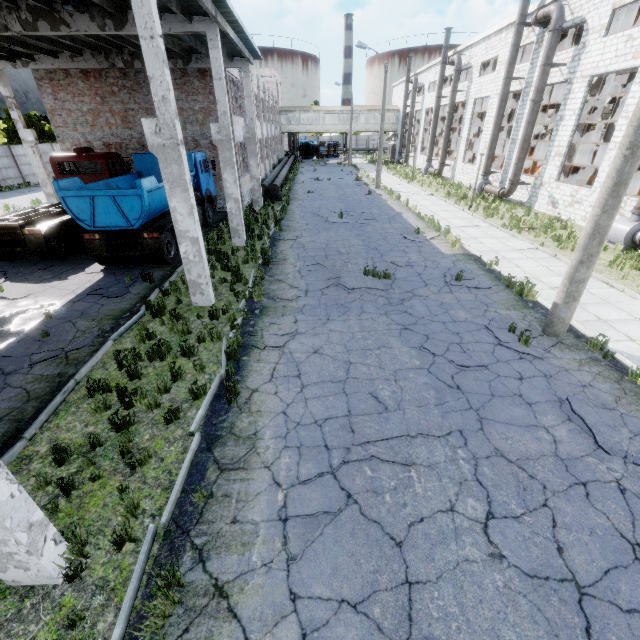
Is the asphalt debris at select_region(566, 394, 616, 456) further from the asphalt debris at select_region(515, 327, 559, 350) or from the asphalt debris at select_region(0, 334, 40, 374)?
the asphalt debris at select_region(0, 334, 40, 374)

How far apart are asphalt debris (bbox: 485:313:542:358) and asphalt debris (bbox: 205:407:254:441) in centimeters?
608cm

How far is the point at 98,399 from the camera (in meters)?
5.92

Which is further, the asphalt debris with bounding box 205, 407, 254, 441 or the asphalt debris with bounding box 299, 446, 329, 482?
the asphalt debris with bounding box 205, 407, 254, 441

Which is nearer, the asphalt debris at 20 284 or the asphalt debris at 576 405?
the asphalt debris at 576 405

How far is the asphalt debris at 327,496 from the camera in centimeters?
443cm

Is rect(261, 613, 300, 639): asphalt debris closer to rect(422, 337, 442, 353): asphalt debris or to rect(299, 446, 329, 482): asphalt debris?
rect(299, 446, 329, 482): asphalt debris

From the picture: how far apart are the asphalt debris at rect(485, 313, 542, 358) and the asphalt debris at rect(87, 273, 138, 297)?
10.9 meters
